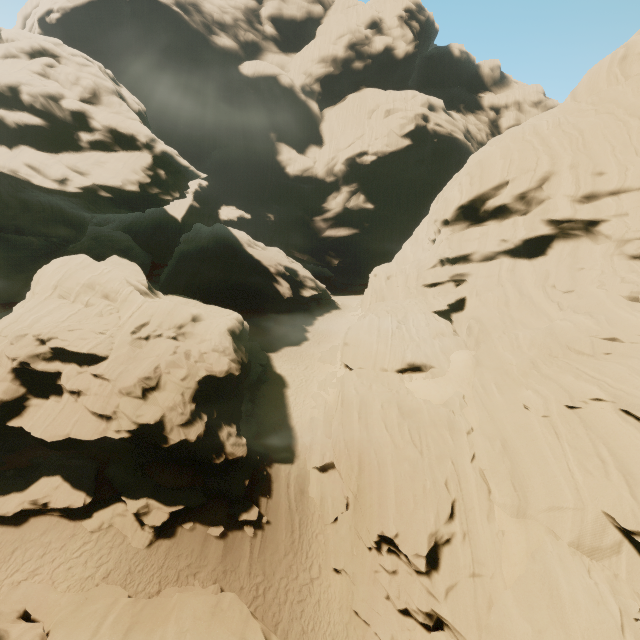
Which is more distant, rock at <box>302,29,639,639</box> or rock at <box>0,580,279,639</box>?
rock at <box>302,29,639,639</box>

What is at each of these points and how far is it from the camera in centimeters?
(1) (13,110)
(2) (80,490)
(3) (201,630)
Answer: (1) rock, 2914cm
(2) rock, 1483cm
(3) rock, 953cm

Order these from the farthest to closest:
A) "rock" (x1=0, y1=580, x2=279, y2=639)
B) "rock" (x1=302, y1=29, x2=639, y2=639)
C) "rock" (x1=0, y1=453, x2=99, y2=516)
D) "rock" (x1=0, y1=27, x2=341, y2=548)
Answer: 1. "rock" (x1=0, y1=27, x2=341, y2=548)
2. "rock" (x1=0, y1=453, x2=99, y2=516)
3. "rock" (x1=302, y1=29, x2=639, y2=639)
4. "rock" (x1=0, y1=580, x2=279, y2=639)

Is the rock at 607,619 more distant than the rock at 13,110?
No
